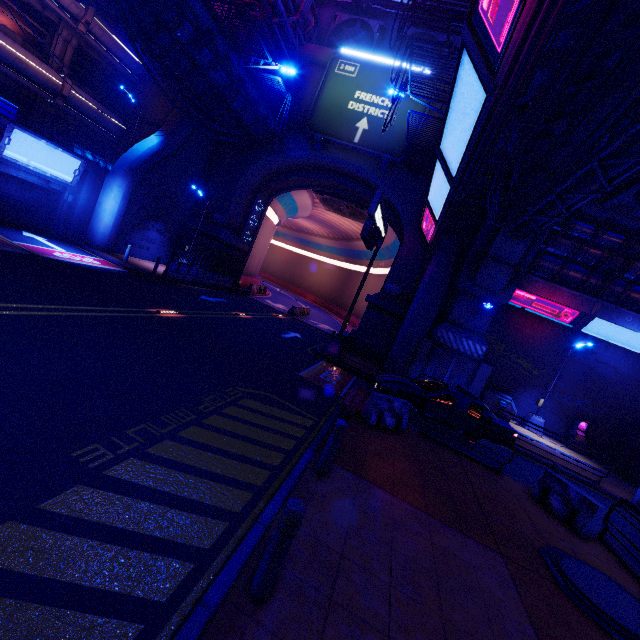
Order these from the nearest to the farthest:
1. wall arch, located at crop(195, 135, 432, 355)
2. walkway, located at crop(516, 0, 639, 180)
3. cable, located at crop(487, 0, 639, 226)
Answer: cable, located at crop(487, 0, 639, 226)
walkway, located at crop(516, 0, 639, 180)
wall arch, located at crop(195, 135, 432, 355)

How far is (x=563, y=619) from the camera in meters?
4.9

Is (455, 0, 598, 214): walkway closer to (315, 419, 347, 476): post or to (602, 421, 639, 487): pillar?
(315, 419, 347, 476): post

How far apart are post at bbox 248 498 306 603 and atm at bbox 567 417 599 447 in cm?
2269

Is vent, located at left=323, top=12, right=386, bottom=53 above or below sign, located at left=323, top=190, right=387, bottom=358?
above

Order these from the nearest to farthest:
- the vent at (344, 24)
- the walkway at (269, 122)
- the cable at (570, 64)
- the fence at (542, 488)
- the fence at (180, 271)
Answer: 1. the cable at (570, 64)
2. the fence at (542, 488)
3. the walkway at (269, 122)
4. the fence at (180, 271)
5. the vent at (344, 24)

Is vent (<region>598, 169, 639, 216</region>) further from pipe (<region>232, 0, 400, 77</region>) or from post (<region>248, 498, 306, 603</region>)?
post (<region>248, 498, 306, 603</region>)

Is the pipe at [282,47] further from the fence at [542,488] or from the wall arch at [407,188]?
the fence at [542,488]
